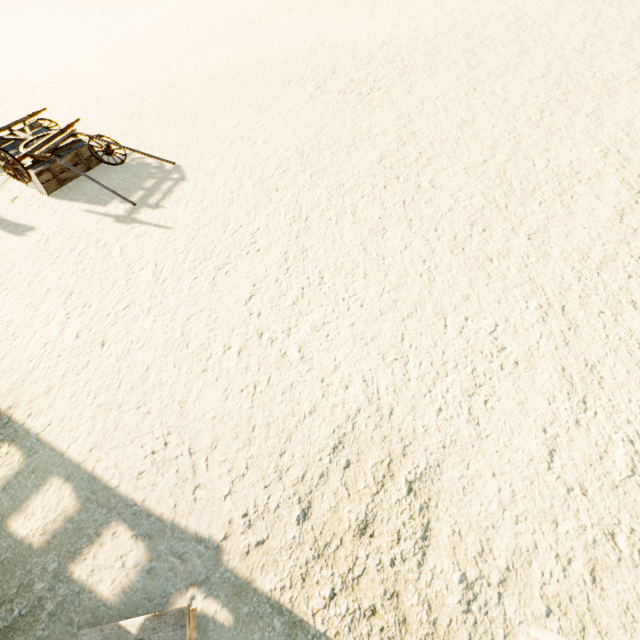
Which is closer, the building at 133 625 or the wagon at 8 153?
the building at 133 625

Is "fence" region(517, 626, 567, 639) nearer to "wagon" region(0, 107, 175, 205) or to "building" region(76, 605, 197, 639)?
"building" region(76, 605, 197, 639)

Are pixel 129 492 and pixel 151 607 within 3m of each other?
yes

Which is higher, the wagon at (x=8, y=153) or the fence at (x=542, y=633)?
the wagon at (x=8, y=153)

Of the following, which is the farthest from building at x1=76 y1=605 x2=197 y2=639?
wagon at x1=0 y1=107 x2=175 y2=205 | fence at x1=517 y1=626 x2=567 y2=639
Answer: wagon at x1=0 y1=107 x2=175 y2=205

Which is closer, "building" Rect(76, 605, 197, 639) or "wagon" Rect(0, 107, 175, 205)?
"building" Rect(76, 605, 197, 639)

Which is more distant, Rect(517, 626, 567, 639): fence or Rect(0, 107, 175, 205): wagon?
Rect(0, 107, 175, 205): wagon
